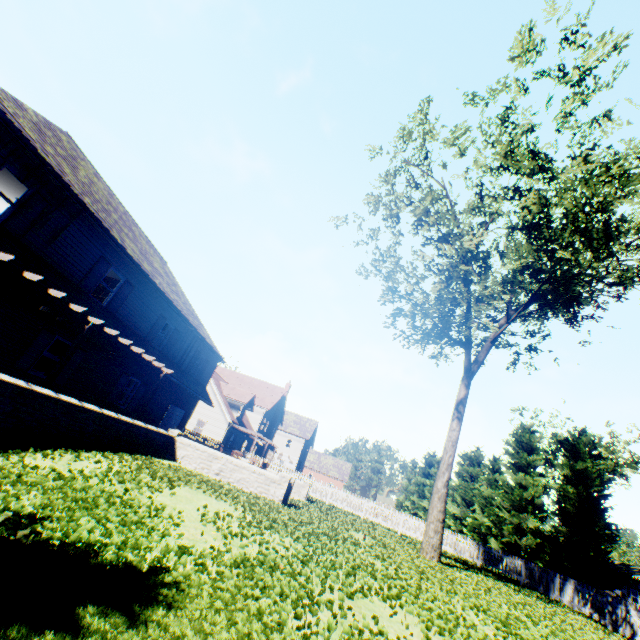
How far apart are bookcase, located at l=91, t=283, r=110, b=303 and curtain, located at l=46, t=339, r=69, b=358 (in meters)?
3.54

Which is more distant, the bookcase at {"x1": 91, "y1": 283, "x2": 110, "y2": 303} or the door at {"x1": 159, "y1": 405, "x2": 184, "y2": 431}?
the door at {"x1": 159, "y1": 405, "x2": 184, "y2": 431}

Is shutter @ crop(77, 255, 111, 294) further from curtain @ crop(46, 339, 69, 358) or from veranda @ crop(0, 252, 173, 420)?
curtain @ crop(46, 339, 69, 358)

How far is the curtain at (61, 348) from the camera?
12.84m

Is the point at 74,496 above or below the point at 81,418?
below

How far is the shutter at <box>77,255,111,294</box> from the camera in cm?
1295

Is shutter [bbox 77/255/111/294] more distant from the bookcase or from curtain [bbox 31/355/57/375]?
the bookcase

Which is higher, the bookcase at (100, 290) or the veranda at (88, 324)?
the bookcase at (100, 290)
